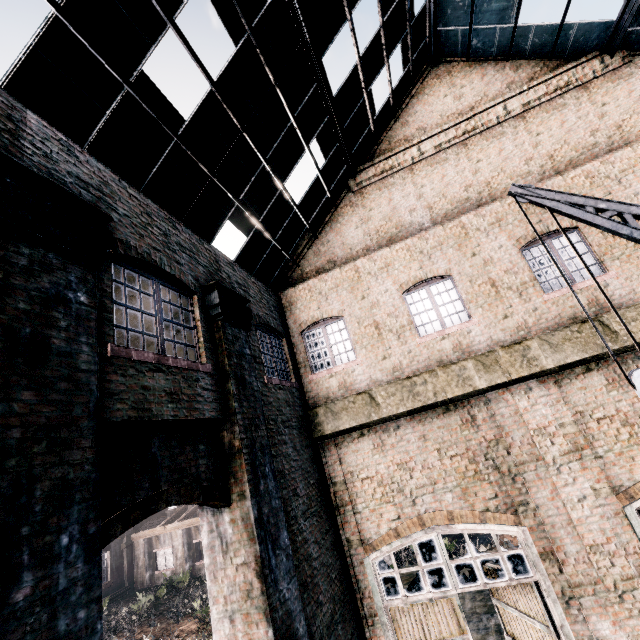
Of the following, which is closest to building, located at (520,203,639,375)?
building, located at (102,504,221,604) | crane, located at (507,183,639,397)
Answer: crane, located at (507,183,639,397)

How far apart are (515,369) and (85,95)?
11.3 meters

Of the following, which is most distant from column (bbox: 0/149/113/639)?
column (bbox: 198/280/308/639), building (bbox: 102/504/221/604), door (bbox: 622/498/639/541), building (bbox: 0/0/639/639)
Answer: building (bbox: 102/504/221/604)

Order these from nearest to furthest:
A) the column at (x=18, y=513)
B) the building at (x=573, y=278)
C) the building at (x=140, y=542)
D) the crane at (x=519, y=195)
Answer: the column at (x=18, y=513) < the crane at (x=519, y=195) < the building at (x=573, y=278) < the building at (x=140, y=542)

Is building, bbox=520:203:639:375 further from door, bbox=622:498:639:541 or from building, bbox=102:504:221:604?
building, bbox=102:504:221:604

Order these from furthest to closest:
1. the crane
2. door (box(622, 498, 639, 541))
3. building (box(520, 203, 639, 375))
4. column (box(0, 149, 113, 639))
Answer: building (box(520, 203, 639, 375)) → door (box(622, 498, 639, 541)) → the crane → column (box(0, 149, 113, 639))

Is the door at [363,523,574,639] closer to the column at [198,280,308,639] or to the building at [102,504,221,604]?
the column at [198,280,308,639]

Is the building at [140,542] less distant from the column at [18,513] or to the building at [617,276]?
the building at [617,276]
